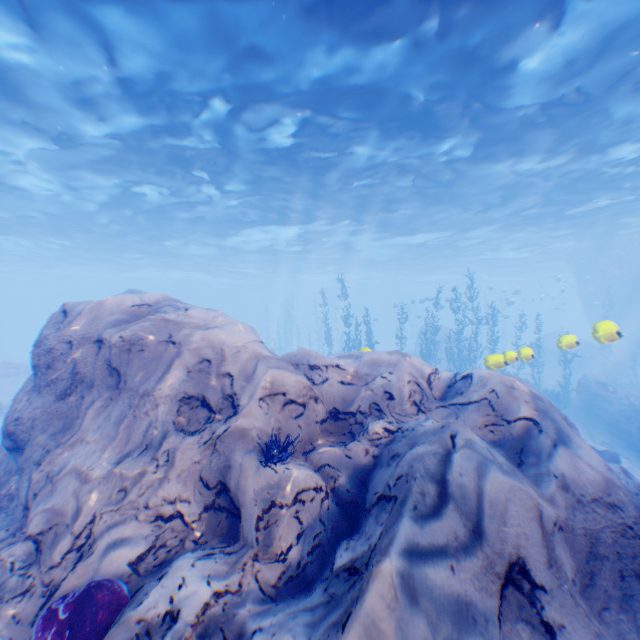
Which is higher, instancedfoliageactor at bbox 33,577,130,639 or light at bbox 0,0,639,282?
light at bbox 0,0,639,282

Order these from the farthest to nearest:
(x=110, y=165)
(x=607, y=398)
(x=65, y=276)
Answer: (x=65, y=276) < (x=607, y=398) < (x=110, y=165)

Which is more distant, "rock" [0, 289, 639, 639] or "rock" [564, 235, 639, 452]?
"rock" [564, 235, 639, 452]

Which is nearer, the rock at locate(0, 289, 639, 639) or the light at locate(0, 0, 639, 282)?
the rock at locate(0, 289, 639, 639)

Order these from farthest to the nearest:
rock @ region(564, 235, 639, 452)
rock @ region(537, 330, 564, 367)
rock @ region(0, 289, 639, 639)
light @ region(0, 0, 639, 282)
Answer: rock @ region(537, 330, 564, 367), rock @ region(564, 235, 639, 452), light @ region(0, 0, 639, 282), rock @ region(0, 289, 639, 639)

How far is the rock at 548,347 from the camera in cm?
3209

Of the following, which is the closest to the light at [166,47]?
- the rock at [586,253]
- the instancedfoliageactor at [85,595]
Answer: the rock at [586,253]
